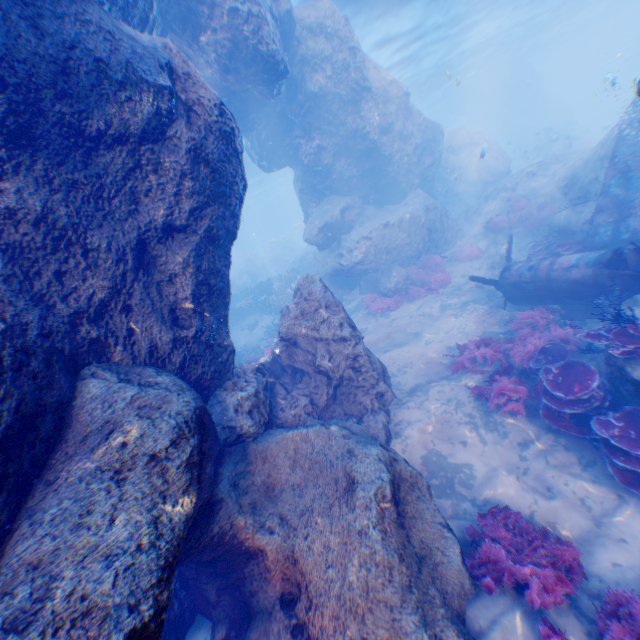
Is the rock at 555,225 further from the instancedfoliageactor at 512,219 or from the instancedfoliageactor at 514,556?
the instancedfoliageactor at 514,556

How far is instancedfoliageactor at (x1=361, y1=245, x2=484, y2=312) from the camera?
14.68m

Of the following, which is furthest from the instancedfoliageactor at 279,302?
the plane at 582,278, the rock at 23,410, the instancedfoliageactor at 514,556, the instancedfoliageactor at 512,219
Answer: the instancedfoliageactor at 514,556

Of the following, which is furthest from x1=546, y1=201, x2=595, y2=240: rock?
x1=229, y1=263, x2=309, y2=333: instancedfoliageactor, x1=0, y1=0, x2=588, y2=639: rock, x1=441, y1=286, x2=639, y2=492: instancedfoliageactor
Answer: x1=229, y1=263, x2=309, y2=333: instancedfoliageactor

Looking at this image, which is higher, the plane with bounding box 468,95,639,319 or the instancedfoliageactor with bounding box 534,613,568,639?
the plane with bounding box 468,95,639,319

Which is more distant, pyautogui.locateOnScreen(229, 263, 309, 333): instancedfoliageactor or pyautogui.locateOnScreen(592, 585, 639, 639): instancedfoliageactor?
pyautogui.locateOnScreen(229, 263, 309, 333): instancedfoliageactor

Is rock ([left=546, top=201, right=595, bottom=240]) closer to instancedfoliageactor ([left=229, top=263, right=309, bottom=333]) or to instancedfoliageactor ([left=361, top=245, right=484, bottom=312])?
instancedfoliageactor ([left=361, top=245, right=484, bottom=312])

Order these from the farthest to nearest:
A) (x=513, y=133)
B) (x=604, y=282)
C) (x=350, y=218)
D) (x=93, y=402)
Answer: (x=513, y=133)
(x=350, y=218)
(x=604, y=282)
(x=93, y=402)
